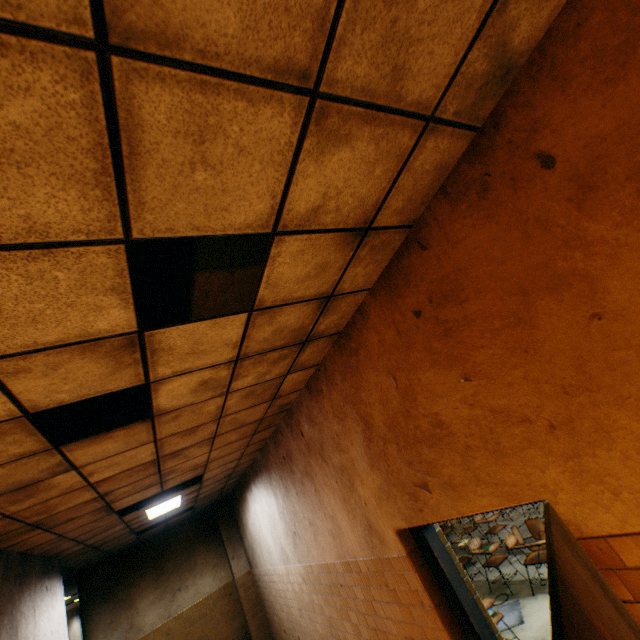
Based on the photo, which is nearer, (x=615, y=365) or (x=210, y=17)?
(x=210, y=17)

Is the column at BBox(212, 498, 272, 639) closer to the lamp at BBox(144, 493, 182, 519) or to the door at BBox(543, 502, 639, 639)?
the lamp at BBox(144, 493, 182, 519)

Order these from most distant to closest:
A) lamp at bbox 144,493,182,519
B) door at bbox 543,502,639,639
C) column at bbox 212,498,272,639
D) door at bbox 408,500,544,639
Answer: column at bbox 212,498,272,639
lamp at bbox 144,493,182,519
door at bbox 408,500,544,639
door at bbox 543,502,639,639

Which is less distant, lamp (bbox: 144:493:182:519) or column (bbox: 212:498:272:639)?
lamp (bbox: 144:493:182:519)

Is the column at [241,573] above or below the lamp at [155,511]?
below

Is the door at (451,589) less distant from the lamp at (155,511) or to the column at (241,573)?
the lamp at (155,511)

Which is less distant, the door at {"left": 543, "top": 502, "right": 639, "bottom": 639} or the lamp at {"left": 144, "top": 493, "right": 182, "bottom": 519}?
the door at {"left": 543, "top": 502, "right": 639, "bottom": 639}

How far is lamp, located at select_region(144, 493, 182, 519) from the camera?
6.1 meters
